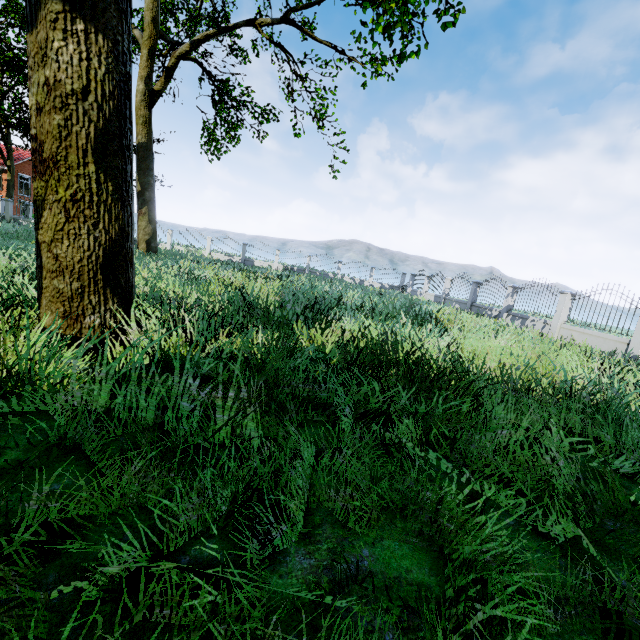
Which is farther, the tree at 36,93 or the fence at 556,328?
the fence at 556,328

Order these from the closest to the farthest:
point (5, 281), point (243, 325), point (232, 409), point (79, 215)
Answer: point (232, 409) < point (79, 215) < point (5, 281) < point (243, 325)

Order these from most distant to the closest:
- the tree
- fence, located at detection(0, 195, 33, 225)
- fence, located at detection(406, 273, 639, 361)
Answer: fence, located at detection(0, 195, 33, 225) → fence, located at detection(406, 273, 639, 361) → the tree

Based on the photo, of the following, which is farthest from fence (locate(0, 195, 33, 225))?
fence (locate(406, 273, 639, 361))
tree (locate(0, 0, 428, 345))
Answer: fence (locate(406, 273, 639, 361))

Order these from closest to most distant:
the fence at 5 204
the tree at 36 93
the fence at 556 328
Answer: the tree at 36 93, the fence at 556 328, the fence at 5 204

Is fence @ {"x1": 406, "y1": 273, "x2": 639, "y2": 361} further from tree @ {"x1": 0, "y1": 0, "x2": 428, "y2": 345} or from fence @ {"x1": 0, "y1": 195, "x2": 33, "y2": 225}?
fence @ {"x1": 0, "y1": 195, "x2": 33, "y2": 225}

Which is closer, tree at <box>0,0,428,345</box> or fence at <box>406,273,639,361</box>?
tree at <box>0,0,428,345</box>
